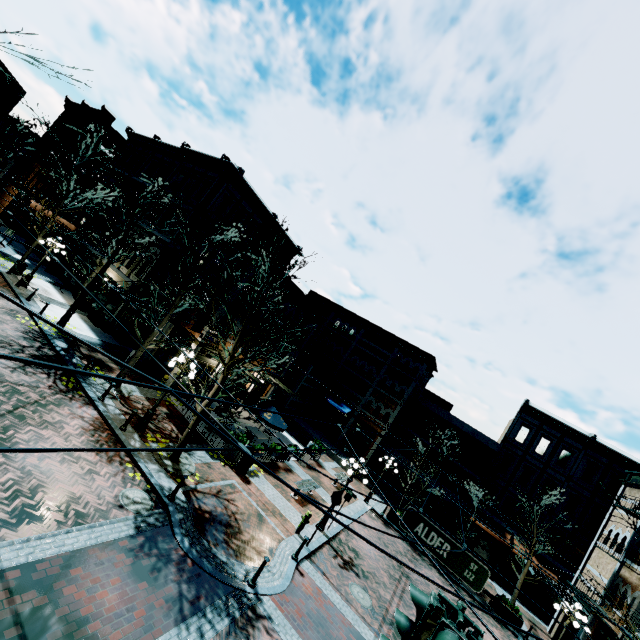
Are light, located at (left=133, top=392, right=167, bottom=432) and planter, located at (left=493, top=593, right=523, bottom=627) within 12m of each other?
no

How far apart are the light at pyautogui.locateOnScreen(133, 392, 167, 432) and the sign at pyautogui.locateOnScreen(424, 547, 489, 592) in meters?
9.4 m

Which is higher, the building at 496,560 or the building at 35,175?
the building at 35,175

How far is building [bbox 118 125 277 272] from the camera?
22.0m

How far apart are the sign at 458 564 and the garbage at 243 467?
9.5 meters

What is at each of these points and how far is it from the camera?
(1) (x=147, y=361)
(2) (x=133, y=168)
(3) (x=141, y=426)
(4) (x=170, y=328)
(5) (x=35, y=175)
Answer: (1) building, 19.4 meters
(2) building, 28.2 meters
(3) light, 12.8 meters
(4) building, 19.6 meters
(5) building, 34.0 meters

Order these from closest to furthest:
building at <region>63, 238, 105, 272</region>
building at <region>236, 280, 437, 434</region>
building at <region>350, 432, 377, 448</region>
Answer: building at <region>63, 238, 105, 272</region> → building at <region>236, 280, 437, 434</region> → building at <region>350, 432, 377, 448</region>
